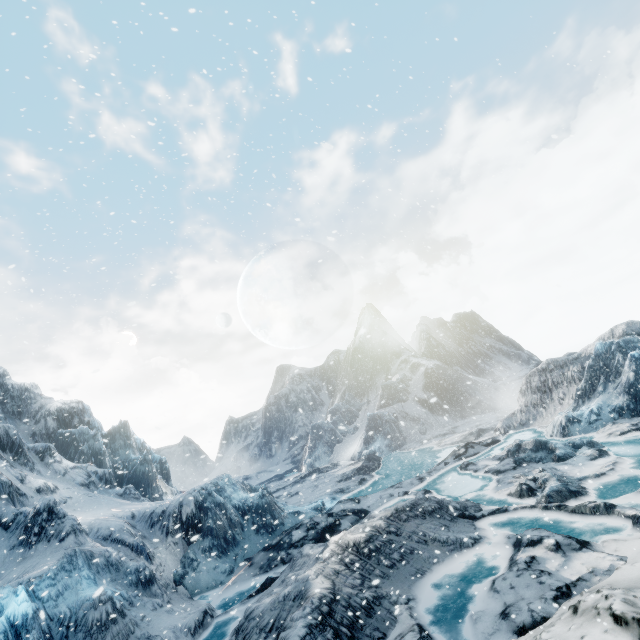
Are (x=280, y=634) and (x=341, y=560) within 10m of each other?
yes
